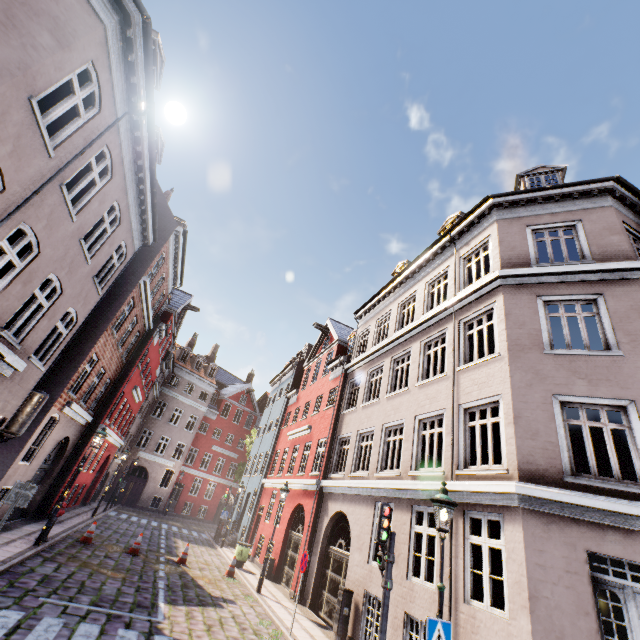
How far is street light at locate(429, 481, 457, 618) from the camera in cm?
544

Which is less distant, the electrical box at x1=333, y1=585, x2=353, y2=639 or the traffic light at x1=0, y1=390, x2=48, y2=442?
the traffic light at x1=0, y1=390, x2=48, y2=442

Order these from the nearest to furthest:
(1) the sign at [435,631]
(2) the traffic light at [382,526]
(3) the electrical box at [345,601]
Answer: (1) the sign at [435,631], (2) the traffic light at [382,526], (3) the electrical box at [345,601]

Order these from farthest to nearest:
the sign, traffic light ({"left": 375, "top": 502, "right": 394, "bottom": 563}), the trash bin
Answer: the trash bin
traffic light ({"left": 375, "top": 502, "right": 394, "bottom": 563})
the sign

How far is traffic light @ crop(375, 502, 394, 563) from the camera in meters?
6.8

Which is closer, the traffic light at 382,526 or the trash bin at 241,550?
the traffic light at 382,526

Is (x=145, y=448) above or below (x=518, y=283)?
below

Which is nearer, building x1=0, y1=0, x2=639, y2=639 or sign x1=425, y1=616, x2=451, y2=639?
sign x1=425, y1=616, x2=451, y2=639
